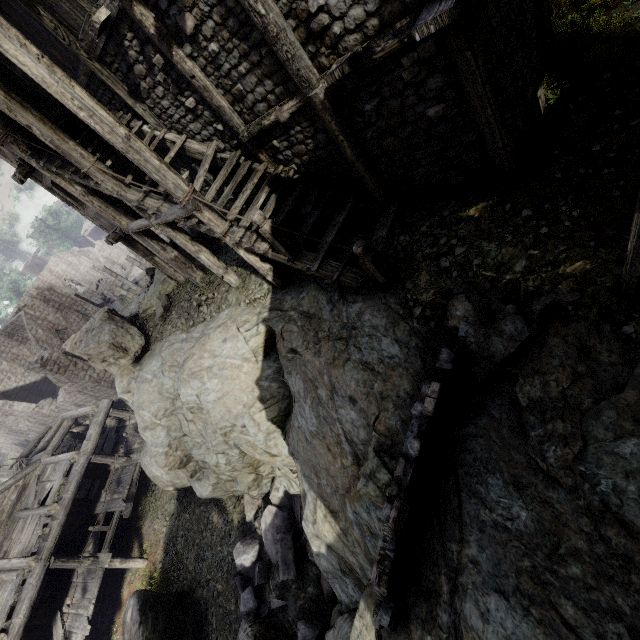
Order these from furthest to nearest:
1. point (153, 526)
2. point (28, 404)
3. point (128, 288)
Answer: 1. point (128, 288)
2. point (28, 404)
3. point (153, 526)

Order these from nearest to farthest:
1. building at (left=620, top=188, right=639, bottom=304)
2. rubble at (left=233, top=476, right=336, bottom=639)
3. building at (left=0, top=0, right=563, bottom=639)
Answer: building at (left=620, top=188, right=639, bottom=304) → building at (left=0, top=0, right=563, bottom=639) → rubble at (left=233, top=476, right=336, bottom=639)

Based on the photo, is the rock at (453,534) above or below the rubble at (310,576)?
above

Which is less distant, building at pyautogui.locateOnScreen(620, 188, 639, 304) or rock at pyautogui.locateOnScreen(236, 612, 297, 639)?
building at pyautogui.locateOnScreen(620, 188, 639, 304)

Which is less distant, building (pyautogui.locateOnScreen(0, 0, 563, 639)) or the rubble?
building (pyautogui.locateOnScreen(0, 0, 563, 639))

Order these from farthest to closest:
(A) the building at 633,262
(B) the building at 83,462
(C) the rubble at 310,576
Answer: (C) the rubble at 310,576 < (B) the building at 83,462 < (A) the building at 633,262

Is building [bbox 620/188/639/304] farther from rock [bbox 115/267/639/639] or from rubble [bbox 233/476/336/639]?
rubble [bbox 233/476/336/639]
